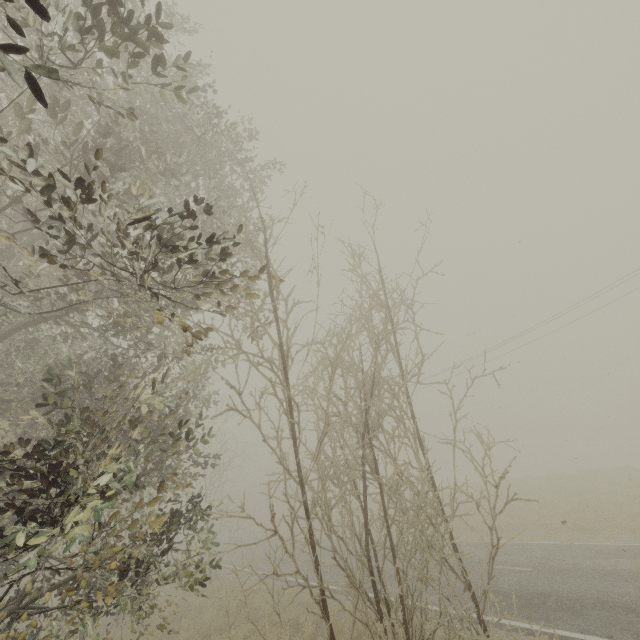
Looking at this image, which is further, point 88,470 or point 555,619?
point 555,619
